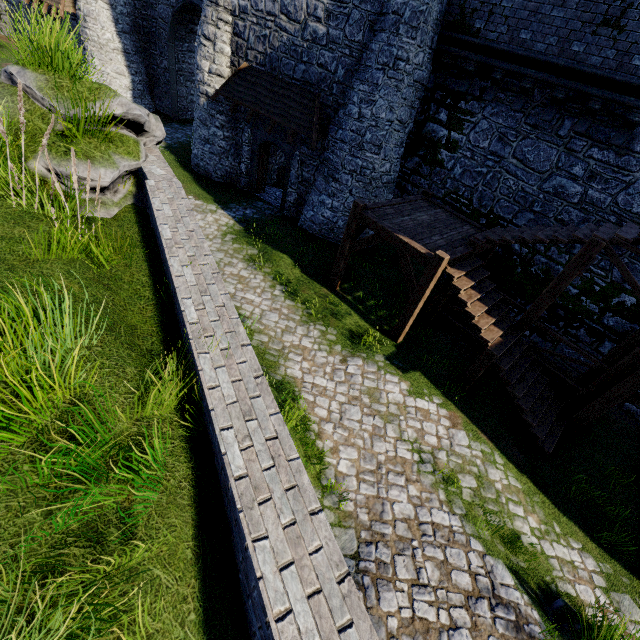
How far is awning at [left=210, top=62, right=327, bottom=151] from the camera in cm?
1258

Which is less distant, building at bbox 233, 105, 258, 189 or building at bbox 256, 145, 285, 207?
building at bbox 233, 105, 258, 189

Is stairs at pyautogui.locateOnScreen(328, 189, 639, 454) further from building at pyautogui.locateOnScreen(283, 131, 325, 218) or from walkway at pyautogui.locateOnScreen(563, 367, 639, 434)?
building at pyautogui.locateOnScreen(283, 131, 325, 218)

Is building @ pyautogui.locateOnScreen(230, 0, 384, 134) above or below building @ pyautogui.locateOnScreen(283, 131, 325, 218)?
above

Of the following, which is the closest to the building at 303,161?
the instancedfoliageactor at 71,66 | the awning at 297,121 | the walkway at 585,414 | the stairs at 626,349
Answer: the awning at 297,121

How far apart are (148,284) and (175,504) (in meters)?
2.60

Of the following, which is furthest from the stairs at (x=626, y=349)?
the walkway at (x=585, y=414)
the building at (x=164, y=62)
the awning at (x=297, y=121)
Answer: Answer: the building at (x=164, y=62)

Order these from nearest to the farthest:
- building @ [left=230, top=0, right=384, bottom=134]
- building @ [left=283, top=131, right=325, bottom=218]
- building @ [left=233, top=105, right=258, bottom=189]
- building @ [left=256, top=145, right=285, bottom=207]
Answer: building @ [left=230, top=0, right=384, bottom=134], building @ [left=283, top=131, right=325, bottom=218], building @ [left=233, top=105, right=258, bottom=189], building @ [left=256, top=145, right=285, bottom=207]
